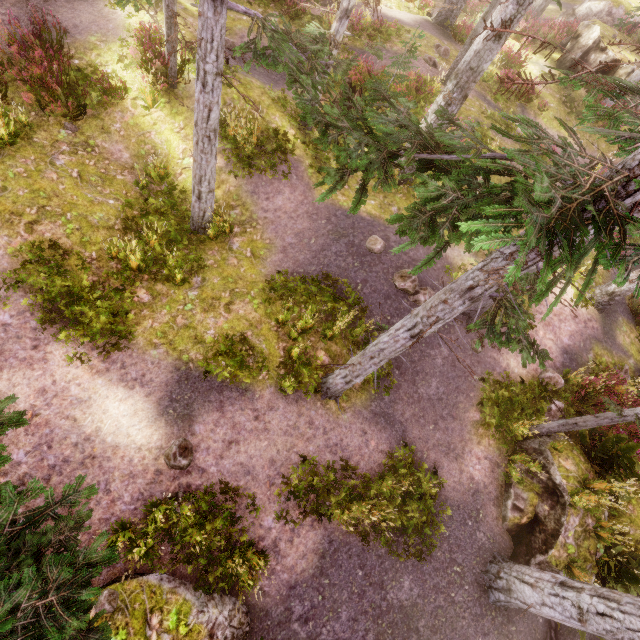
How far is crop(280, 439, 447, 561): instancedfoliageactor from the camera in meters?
7.3 m

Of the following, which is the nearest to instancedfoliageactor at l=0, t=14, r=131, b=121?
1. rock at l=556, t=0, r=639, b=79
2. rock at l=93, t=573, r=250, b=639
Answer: rock at l=556, t=0, r=639, b=79

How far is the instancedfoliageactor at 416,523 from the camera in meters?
7.3

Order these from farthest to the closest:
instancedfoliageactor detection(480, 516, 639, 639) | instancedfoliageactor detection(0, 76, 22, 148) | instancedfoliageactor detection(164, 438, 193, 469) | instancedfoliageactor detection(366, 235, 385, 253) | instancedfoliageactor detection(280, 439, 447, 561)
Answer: instancedfoliageactor detection(366, 235, 385, 253), instancedfoliageactor detection(0, 76, 22, 148), instancedfoliageactor detection(280, 439, 447, 561), instancedfoliageactor detection(164, 438, 193, 469), instancedfoliageactor detection(480, 516, 639, 639)

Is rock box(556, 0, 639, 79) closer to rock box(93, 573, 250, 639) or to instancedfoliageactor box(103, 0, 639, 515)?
instancedfoliageactor box(103, 0, 639, 515)

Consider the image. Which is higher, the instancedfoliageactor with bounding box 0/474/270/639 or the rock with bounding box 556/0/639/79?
the rock with bounding box 556/0/639/79

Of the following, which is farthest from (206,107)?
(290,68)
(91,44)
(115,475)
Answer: (115,475)

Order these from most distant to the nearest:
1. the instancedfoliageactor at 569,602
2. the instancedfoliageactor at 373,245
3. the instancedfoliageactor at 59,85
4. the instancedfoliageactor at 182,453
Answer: the instancedfoliageactor at 373,245
the instancedfoliageactor at 59,85
the instancedfoliageactor at 182,453
the instancedfoliageactor at 569,602
